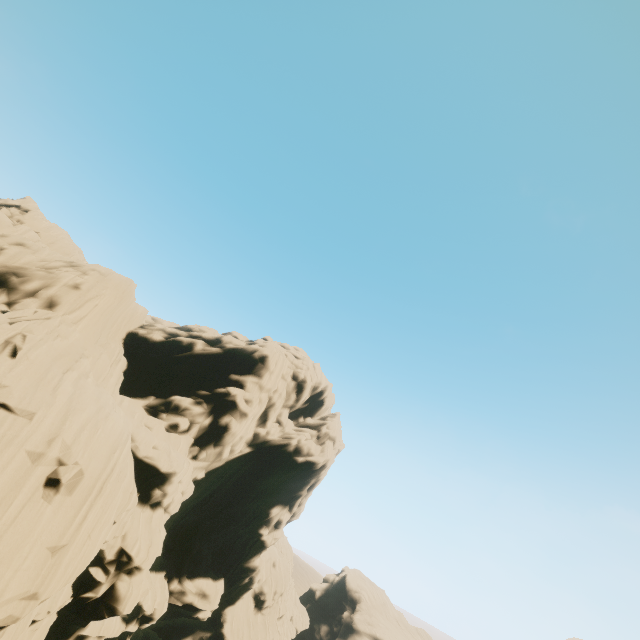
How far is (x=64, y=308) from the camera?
22.70m
